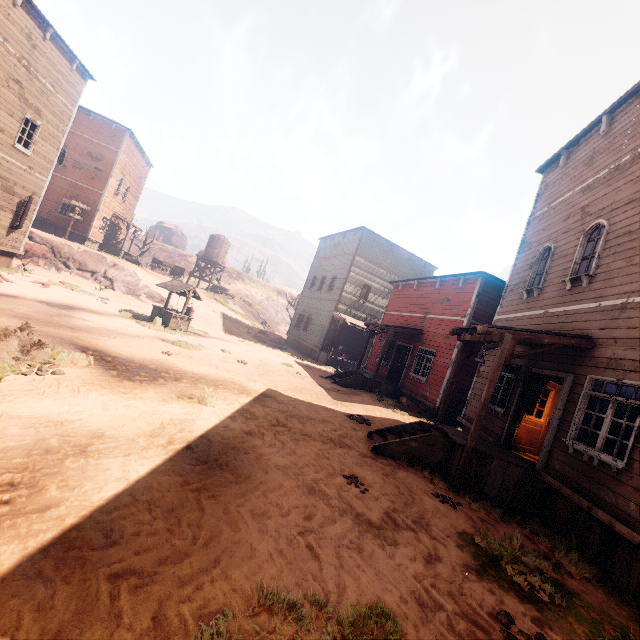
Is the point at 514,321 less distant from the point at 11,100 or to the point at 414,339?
the point at 414,339

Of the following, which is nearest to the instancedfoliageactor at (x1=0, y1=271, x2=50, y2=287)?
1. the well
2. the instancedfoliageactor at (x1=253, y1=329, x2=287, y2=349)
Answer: the well

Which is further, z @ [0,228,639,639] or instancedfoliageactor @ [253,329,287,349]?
instancedfoliageactor @ [253,329,287,349]

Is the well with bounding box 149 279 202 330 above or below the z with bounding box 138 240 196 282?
below

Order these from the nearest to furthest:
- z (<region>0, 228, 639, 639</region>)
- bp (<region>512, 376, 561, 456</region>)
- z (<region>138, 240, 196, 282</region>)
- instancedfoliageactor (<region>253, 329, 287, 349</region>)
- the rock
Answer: z (<region>0, 228, 639, 639</region>)
bp (<region>512, 376, 561, 456</region>)
the rock
instancedfoliageactor (<region>253, 329, 287, 349</region>)
z (<region>138, 240, 196, 282</region>)

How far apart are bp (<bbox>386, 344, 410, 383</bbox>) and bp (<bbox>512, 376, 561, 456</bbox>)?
9.09m

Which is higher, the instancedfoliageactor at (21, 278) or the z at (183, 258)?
the z at (183, 258)

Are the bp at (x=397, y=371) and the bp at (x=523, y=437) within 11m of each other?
yes
